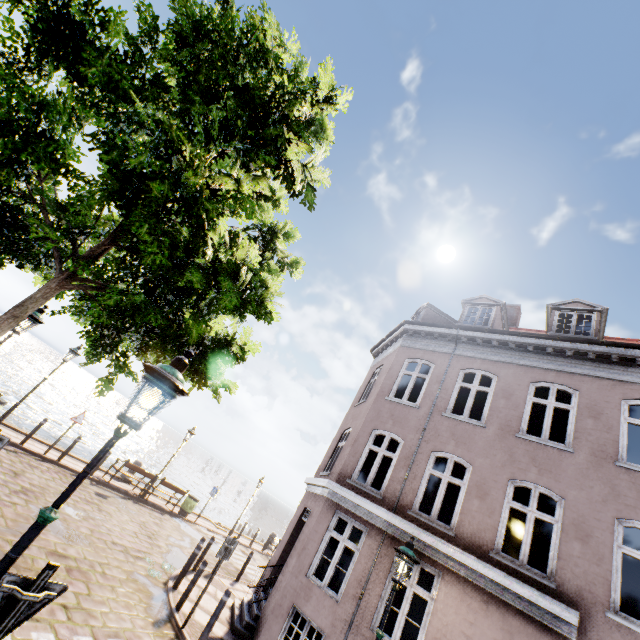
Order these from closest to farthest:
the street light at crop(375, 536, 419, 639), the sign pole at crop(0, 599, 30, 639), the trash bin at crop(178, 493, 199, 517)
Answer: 1. the sign pole at crop(0, 599, 30, 639)
2. the street light at crop(375, 536, 419, 639)
3. the trash bin at crop(178, 493, 199, 517)

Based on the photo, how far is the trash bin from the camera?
17.2 meters

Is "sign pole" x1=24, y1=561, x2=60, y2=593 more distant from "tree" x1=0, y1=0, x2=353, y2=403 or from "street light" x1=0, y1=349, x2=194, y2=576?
"tree" x1=0, y1=0, x2=353, y2=403

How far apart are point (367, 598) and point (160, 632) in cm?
465

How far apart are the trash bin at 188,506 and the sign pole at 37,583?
17.5m

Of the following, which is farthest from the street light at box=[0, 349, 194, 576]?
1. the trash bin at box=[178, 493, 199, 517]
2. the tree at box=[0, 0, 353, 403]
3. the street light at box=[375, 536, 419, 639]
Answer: the trash bin at box=[178, 493, 199, 517]

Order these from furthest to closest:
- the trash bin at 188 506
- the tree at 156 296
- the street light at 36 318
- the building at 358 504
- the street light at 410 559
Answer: the trash bin at 188 506 < the street light at 36 318 < the building at 358 504 < the street light at 410 559 < the tree at 156 296

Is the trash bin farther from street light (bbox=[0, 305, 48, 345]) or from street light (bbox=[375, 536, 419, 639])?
street light (bbox=[375, 536, 419, 639])
